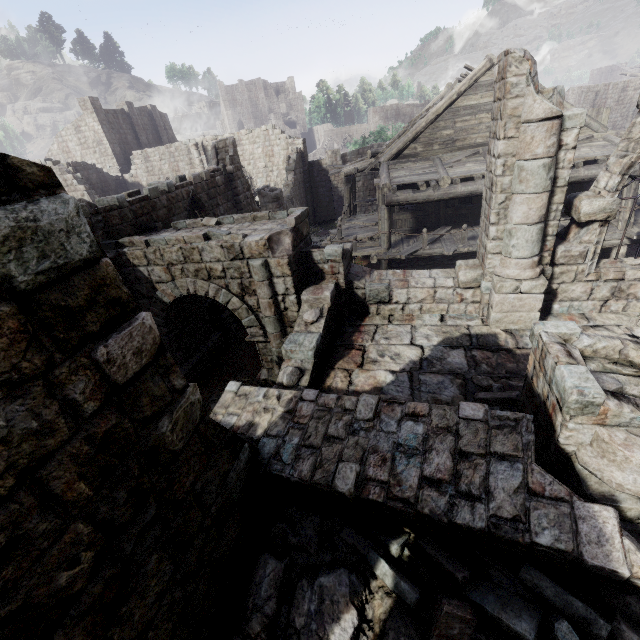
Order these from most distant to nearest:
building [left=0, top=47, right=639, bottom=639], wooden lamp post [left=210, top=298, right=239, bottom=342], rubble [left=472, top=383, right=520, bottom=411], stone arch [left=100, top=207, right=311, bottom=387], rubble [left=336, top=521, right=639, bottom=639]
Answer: wooden lamp post [left=210, top=298, right=239, bottom=342] < stone arch [left=100, top=207, right=311, bottom=387] < rubble [left=472, top=383, right=520, bottom=411] < rubble [left=336, top=521, right=639, bottom=639] < building [left=0, top=47, right=639, bottom=639]

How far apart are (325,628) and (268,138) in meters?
32.7

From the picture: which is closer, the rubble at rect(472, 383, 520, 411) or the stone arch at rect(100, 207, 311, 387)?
the rubble at rect(472, 383, 520, 411)

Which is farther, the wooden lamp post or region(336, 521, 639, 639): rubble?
the wooden lamp post

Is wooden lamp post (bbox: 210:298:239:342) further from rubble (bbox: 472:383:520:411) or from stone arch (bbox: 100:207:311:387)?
rubble (bbox: 472:383:520:411)

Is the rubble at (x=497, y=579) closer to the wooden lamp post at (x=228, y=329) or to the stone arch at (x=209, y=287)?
the stone arch at (x=209, y=287)

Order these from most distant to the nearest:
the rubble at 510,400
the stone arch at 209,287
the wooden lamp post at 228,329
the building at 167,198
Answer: the wooden lamp post at 228,329 → the stone arch at 209,287 → the rubble at 510,400 → the building at 167,198
